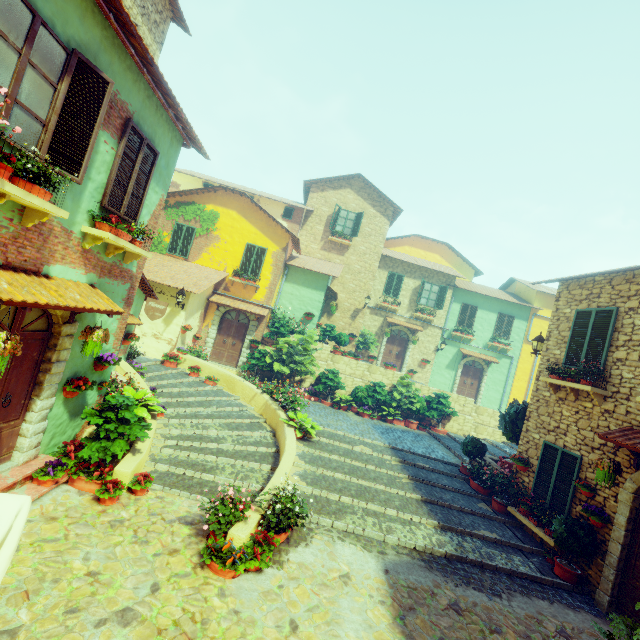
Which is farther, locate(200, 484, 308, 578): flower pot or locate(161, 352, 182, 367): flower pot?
locate(161, 352, 182, 367): flower pot

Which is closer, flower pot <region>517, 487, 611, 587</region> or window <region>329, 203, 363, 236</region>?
flower pot <region>517, 487, 611, 587</region>

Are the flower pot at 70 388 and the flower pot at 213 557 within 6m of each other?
yes

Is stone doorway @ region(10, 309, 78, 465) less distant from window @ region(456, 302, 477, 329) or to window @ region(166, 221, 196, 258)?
window @ region(166, 221, 196, 258)

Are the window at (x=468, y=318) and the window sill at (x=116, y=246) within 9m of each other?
no

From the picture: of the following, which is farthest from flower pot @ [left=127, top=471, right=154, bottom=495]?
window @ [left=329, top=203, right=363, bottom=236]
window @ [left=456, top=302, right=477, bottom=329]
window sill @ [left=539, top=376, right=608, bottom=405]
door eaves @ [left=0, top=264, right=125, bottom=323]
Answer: window @ [left=456, top=302, right=477, bottom=329]

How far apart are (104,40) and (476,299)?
22.22m

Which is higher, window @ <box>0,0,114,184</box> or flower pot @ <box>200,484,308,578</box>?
window @ <box>0,0,114,184</box>
